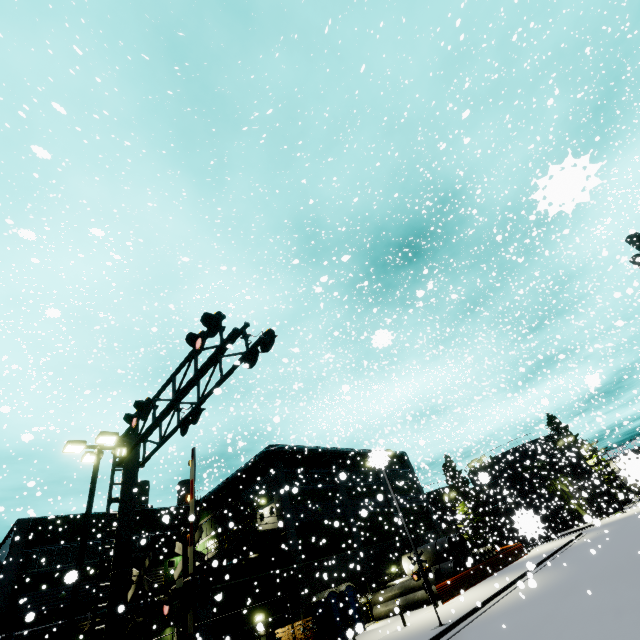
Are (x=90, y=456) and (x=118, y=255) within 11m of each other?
yes

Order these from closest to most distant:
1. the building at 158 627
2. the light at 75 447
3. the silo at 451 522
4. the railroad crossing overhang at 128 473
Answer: the railroad crossing overhang at 128 473, the light at 75 447, the building at 158 627, the silo at 451 522

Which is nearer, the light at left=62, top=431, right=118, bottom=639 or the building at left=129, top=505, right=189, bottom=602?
the light at left=62, top=431, right=118, bottom=639

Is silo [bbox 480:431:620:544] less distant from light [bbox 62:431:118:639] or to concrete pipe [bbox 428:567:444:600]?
concrete pipe [bbox 428:567:444:600]

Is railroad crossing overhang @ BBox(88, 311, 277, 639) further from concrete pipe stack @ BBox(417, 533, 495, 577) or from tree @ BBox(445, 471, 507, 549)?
tree @ BBox(445, 471, 507, 549)

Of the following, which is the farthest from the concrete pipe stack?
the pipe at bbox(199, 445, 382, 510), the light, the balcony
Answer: the light

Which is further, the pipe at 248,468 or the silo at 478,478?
the pipe at 248,468

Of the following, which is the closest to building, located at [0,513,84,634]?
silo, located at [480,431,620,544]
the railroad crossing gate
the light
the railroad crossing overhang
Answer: silo, located at [480,431,620,544]
